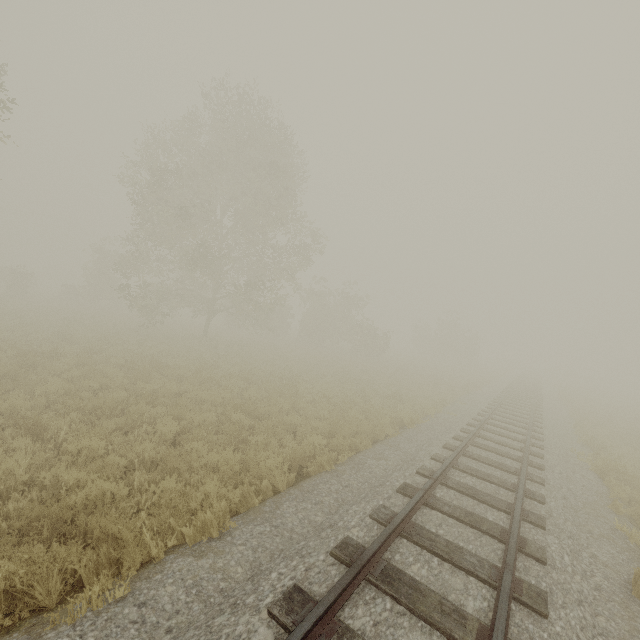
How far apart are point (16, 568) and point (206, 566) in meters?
2.1
